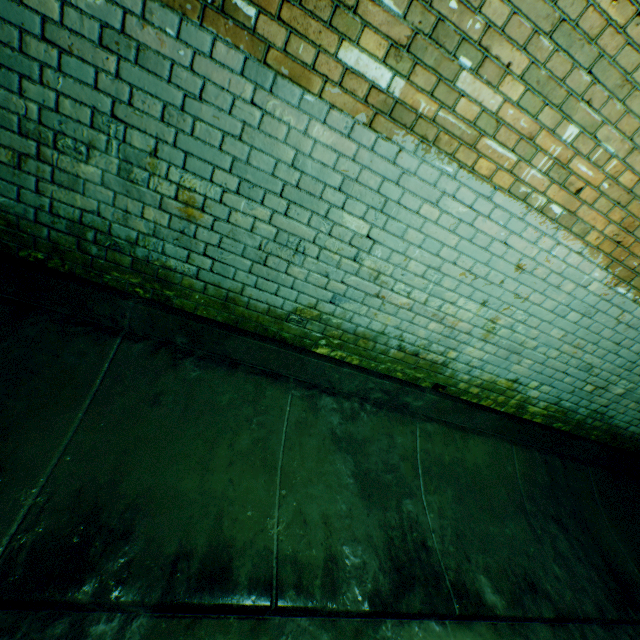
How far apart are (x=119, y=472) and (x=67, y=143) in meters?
1.8 m
